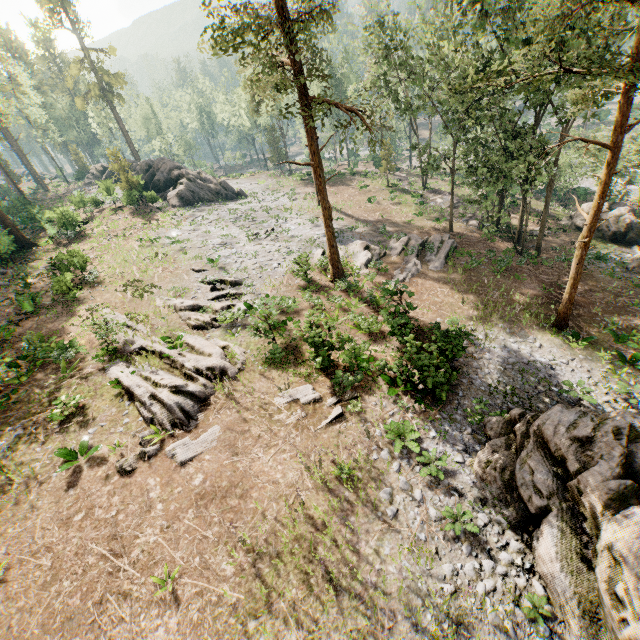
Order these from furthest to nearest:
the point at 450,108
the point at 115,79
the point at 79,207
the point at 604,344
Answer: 1. the point at 115,79
2. the point at 79,207
3. the point at 450,108
4. the point at 604,344

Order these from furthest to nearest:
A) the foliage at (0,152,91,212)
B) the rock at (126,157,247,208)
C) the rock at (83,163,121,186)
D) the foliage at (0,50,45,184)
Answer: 1. the foliage at (0,50,45,184)
2. the foliage at (0,152,91,212)
3. the rock at (83,163,121,186)
4. the rock at (126,157,247,208)

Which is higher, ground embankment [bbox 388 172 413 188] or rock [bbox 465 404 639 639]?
rock [bbox 465 404 639 639]

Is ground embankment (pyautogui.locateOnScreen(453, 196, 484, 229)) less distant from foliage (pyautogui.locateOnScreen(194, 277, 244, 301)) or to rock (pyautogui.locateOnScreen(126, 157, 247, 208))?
foliage (pyautogui.locateOnScreen(194, 277, 244, 301))

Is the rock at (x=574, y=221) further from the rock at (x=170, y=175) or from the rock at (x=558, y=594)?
the rock at (x=170, y=175)

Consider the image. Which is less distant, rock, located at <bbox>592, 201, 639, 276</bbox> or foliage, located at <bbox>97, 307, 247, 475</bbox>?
foliage, located at <bbox>97, 307, 247, 475</bbox>

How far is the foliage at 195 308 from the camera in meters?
18.5 m

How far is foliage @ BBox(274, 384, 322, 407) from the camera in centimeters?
1429cm
